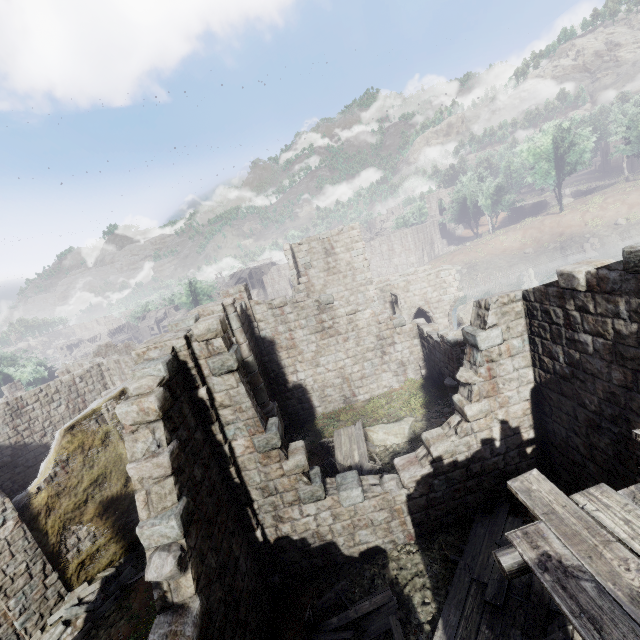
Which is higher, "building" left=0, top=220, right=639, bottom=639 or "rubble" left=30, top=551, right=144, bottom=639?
"building" left=0, top=220, right=639, bottom=639

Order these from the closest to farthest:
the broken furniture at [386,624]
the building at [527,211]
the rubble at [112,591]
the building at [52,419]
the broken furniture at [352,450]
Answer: the building at [52,419] → the broken furniture at [386,624] → the rubble at [112,591] → the broken furniture at [352,450] → the building at [527,211]

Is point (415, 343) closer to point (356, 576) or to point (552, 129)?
point (356, 576)

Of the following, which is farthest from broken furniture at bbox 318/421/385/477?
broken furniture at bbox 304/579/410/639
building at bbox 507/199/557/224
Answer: broken furniture at bbox 304/579/410/639

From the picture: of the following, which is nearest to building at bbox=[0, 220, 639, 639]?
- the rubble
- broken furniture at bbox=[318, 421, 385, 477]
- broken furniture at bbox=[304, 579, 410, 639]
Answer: the rubble

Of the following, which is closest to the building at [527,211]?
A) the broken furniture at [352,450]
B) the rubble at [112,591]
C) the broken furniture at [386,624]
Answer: the rubble at [112,591]
